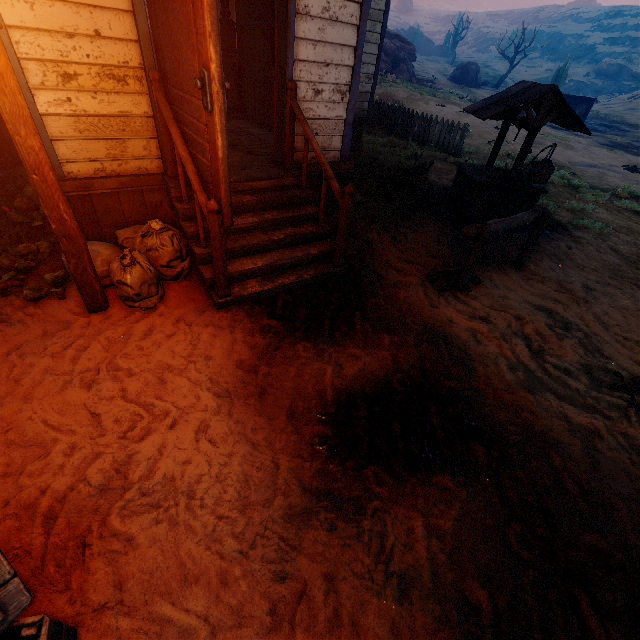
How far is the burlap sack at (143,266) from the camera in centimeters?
321cm

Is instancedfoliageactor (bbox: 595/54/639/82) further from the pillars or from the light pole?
the light pole

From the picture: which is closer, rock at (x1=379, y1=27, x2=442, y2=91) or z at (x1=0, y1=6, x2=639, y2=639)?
z at (x1=0, y1=6, x2=639, y2=639)

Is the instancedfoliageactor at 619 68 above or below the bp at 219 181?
above

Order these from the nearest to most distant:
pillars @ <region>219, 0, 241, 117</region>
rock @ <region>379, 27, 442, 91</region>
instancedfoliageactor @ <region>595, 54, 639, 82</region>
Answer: pillars @ <region>219, 0, 241, 117</region>
rock @ <region>379, 27, 442, 91</region>
instancedfoliageactor @ <region>595, 54, 639, 82</region>

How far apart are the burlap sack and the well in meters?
5.2 m

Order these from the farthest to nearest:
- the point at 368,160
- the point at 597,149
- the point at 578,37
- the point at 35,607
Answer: the point at 578,37 < the point at 597,149 < the point at 368,160 < the point at 35,607

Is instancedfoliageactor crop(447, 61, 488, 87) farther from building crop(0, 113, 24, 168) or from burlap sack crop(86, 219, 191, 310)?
burlap sack crop(86, 219, 191, 310)
